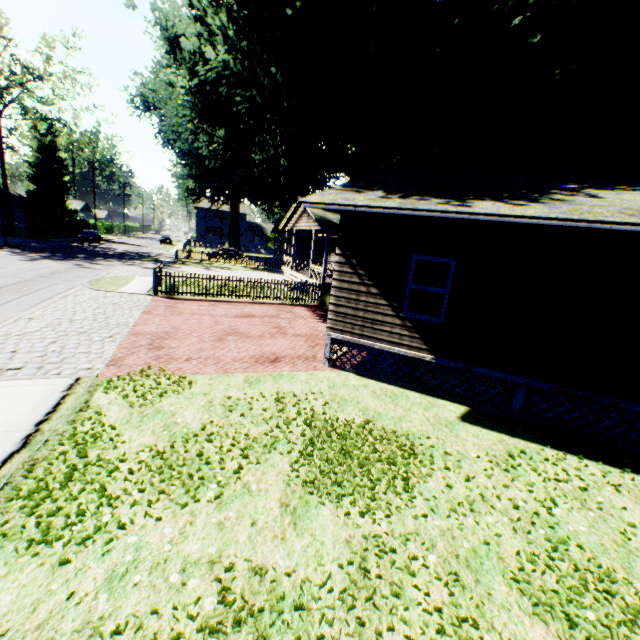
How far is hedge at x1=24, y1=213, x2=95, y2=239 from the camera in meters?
39.3

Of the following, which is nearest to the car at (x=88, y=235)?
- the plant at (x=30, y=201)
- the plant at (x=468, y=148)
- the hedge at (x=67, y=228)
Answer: the hedge at (x=67, y=228)

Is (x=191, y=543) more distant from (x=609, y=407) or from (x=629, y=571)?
(x=609, y=407)

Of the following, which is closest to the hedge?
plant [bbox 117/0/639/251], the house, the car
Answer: the car

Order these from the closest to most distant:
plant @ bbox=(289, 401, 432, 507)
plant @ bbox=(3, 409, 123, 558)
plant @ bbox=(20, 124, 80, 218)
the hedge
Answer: plant @ bbox=(3, 409, 123, 558) → plant @ bbox=(289, 401, 432, 507) → the hedge → plant @ bbox=(20, 124, 80, 218)

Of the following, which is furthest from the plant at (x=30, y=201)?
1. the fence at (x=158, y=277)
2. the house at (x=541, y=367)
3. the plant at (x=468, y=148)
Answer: the house at (x=541, y=367)

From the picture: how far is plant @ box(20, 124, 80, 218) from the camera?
50.69m
